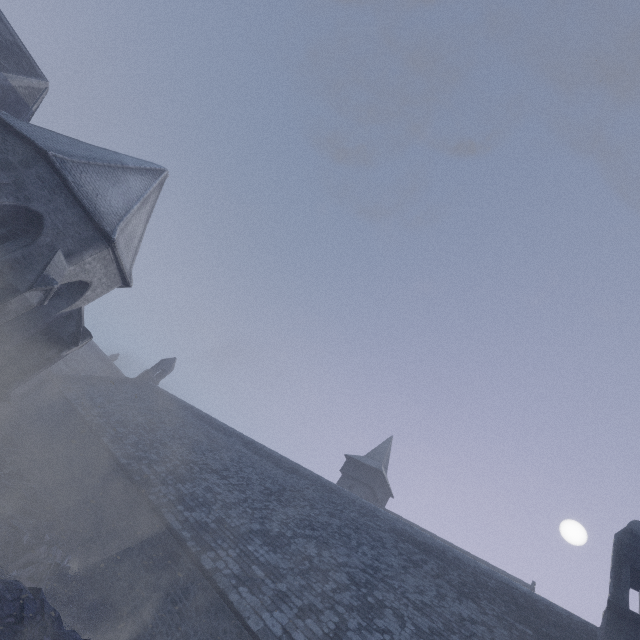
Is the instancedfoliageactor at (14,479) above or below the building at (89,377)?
below

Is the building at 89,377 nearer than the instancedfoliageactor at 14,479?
No

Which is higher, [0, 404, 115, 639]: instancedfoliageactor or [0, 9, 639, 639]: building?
[0, 9, 639, 639]: building

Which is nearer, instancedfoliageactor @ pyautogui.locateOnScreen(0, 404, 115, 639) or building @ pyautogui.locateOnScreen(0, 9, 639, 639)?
instancedfoliageactor @ pyautogui.locateOnScreen(0, 404, 115, 639)

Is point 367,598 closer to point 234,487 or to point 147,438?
point 234,487
